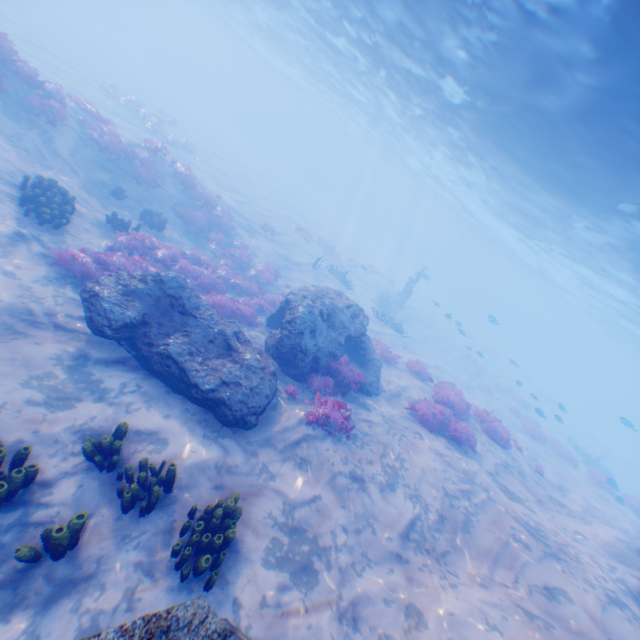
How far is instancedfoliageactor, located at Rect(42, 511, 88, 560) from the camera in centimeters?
411cm

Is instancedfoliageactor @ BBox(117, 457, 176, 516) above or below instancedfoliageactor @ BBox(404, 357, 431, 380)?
below

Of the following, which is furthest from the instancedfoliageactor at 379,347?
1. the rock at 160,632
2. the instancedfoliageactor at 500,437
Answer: the instancedfoliageactor at 500,437

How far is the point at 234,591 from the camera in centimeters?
476cm

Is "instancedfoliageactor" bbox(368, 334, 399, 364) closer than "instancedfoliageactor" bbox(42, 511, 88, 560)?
No

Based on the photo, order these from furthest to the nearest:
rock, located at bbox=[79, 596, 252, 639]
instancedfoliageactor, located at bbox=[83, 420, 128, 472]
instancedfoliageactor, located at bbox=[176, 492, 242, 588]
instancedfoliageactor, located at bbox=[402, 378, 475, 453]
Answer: instancedfoliageactor, located at bbox=[402, 378, 475, 453] → instancedfoliageactor, located at bbox=[83, 420, 128, 472] → instancedfoliageactor, located at bbox=[176, 492, 242, 588] → rock, located at bbox=[79, 596, 252, 639]

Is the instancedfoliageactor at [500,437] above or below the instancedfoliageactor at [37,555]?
above

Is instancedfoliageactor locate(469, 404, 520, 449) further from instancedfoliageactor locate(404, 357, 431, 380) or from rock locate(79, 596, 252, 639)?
rock locate(79, 596, 252, 639)
